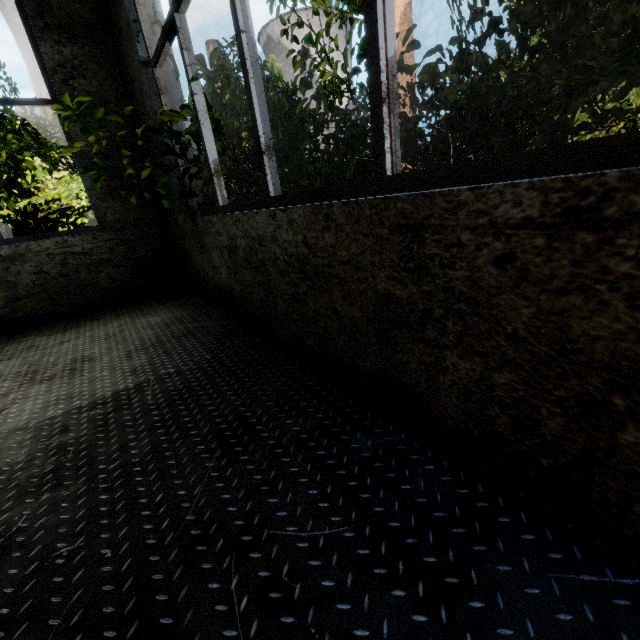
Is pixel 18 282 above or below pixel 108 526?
above

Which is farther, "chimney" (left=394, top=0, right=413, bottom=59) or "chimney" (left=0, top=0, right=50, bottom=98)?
"chimney" (left=394, top=0, right=413, bottom=59)

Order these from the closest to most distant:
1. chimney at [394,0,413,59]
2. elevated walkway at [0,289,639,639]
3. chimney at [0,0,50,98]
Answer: elevated walkway at [0,289,639,639], chimney at [0,0,50,98], chimney at [394,0,413,59]

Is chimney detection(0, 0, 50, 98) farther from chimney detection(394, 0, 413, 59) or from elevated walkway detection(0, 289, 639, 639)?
elevated walkway detection(0, 289, 639, 639)

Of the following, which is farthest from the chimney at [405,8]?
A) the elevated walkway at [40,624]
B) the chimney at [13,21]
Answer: the elevated walkway at [40,624]

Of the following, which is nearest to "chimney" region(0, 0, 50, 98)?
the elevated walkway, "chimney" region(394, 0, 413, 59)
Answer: "chimney" region(394, 0, 413, 59)
